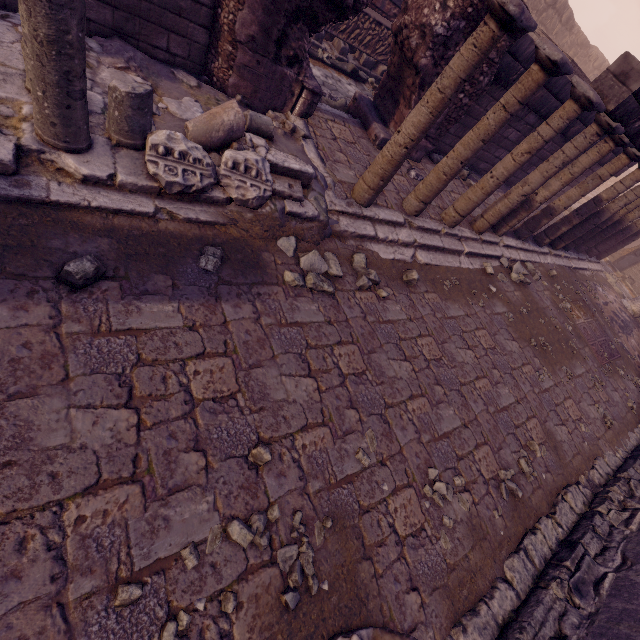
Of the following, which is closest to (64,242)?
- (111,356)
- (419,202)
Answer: (111,356)

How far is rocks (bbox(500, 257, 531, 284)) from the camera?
7.1m

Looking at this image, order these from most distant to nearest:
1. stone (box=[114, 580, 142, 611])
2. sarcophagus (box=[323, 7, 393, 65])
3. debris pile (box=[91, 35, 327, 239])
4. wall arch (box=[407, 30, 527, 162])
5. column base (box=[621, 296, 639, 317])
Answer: column base (box=[621, 296, 639, 317]) < sarcophagus (box=[323, 7, 393, 65]) < wall arch (box=[407, 30, 527, 162]) < debris pile (box=[91, 35, 327, 239]) < stone (box=[114, 580, 142, 611])

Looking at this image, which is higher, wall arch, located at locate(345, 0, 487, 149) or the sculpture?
wall arch, located at locate(345, 0, 487, 149)

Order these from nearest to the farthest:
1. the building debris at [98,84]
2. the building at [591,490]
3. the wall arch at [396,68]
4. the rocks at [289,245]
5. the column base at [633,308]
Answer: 1. the building debris at [98,84]
2. the building at [591,490]
3. the rocks at [289,245]
4. the wall arch at [396,68]
5. the column base at [633,308]

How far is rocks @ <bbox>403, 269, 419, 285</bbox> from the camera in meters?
4.9 m

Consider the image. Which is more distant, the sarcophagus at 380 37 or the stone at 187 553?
the sarcophagus at 380 37

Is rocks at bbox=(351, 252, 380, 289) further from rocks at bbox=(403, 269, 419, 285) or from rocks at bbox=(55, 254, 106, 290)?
rocks at bbox=(55, 254, 106, 290)
